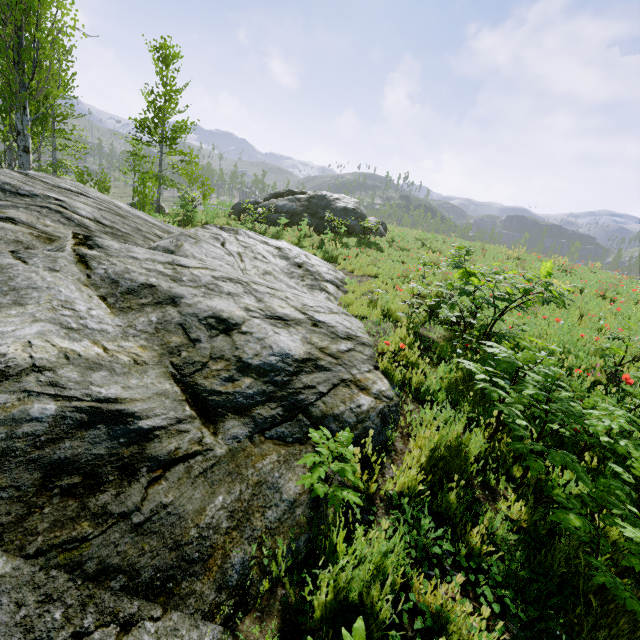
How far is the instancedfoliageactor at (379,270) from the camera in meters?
11.7

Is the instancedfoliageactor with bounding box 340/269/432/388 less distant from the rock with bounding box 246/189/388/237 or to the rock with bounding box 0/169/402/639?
the rock with bounding box 0/169/402/639

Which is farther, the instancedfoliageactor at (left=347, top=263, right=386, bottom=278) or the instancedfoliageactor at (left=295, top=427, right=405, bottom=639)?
the instancedfoliageactor at (left=347, top=263, right=386, bottom=278)

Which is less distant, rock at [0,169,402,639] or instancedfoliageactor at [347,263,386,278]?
rock at [0,169,402,639]

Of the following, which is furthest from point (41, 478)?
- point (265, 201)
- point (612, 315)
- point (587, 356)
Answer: point (265, 201)

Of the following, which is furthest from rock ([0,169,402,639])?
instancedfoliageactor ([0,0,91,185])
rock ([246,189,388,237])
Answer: rock ([246,189,388,237])
